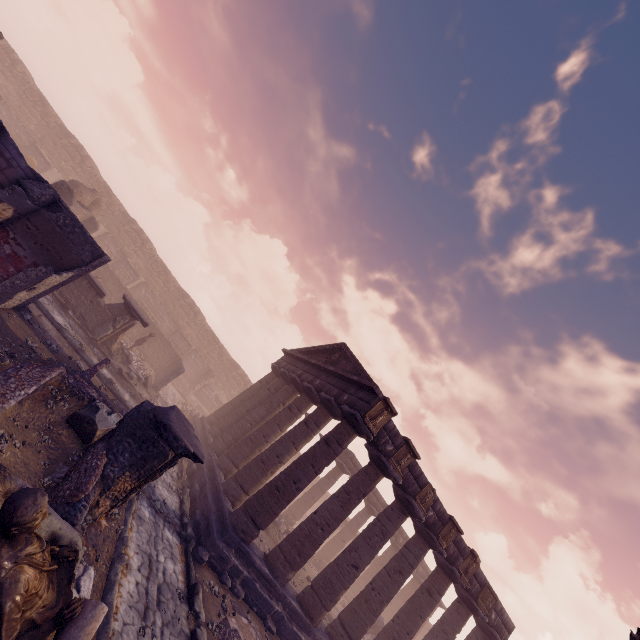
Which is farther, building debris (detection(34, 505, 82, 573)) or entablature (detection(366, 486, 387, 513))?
entablature (detection(366, 486, 387, 513))

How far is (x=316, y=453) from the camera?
11.3 meters

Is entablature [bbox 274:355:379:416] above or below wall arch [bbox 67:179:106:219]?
above

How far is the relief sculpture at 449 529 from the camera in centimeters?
1330cm

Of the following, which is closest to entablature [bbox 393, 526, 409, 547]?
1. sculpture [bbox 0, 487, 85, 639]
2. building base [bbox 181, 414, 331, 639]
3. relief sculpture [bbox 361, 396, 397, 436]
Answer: relief sculpture [bbox 361, 396, 397, 436]

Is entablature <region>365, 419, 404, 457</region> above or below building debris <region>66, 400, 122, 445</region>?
above

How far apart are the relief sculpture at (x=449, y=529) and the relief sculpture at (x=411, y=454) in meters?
3.3

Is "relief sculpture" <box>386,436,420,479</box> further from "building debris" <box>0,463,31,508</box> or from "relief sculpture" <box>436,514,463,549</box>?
"building debris" <box>0,463,31,508</box>
